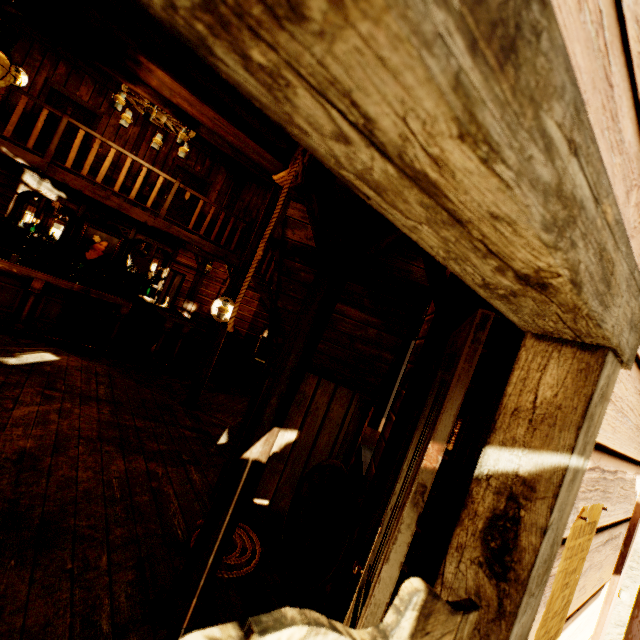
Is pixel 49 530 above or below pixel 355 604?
below

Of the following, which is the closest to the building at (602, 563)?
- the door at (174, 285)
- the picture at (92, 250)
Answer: the door at (174, 285)

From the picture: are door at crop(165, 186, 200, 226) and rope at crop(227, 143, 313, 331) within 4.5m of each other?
no

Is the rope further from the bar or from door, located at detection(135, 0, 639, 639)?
the bar

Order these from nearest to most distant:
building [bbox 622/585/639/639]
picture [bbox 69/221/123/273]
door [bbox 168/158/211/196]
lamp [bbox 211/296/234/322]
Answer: building [bbox 622/585/639/639] → lamp [bbox 211/296/234/322] → picture [bbox 69/221/123/273] → door [bbox 168/158/211/196]

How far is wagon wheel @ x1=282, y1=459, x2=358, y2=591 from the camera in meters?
2.3

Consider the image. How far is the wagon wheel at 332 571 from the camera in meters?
2.3

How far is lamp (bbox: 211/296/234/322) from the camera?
5.3m
